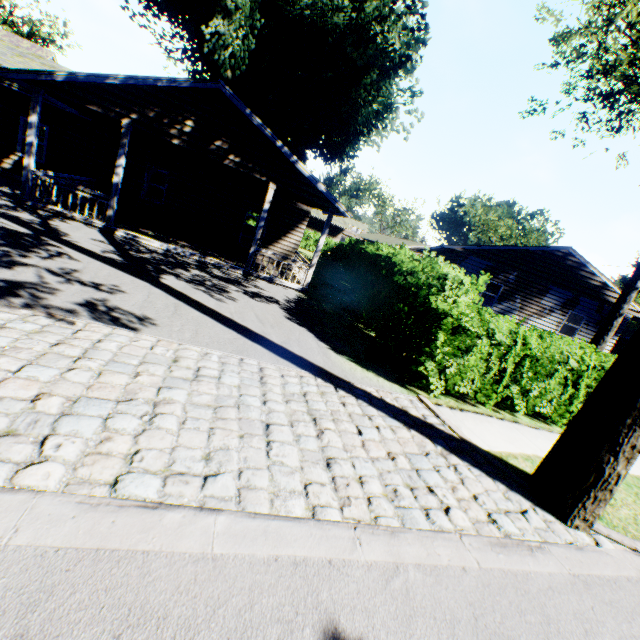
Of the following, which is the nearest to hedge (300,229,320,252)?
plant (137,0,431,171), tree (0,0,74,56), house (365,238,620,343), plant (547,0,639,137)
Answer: tree (0,0,74,56)

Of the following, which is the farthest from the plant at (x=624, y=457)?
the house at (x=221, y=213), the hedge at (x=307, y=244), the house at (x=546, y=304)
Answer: the house at (x=546, y=304)

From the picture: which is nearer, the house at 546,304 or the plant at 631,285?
the plant at 631,285

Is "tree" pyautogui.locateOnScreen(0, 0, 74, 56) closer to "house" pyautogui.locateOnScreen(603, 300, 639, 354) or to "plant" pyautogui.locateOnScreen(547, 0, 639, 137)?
"house" pyautogui.locateOnScreen(603, 300, 639, 354)

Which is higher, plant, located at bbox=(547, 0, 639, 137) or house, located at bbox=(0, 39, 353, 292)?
plant, located at bbox=(547, 0, 639, 137)

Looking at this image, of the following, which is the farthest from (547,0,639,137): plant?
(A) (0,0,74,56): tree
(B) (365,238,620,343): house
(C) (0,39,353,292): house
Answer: (A) (0,0,74,56): tree

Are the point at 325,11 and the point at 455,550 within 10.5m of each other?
no

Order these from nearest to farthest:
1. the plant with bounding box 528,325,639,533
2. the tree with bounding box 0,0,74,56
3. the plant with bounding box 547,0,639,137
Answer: the plant with bounding box 528,325,639,533 → the plant with bounding box 547,0,639,137 → the tree with bounding box 0,0,74,56
